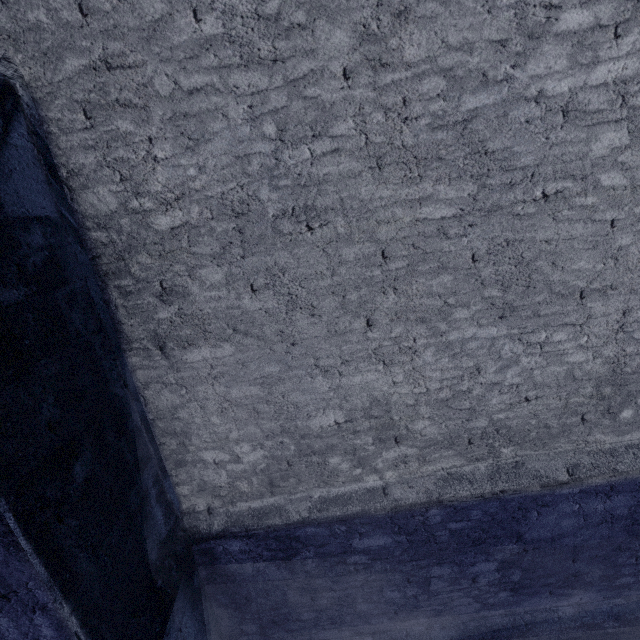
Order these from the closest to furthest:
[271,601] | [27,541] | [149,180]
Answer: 1. [27,541]
2. [149,180]
3. [271,601]
